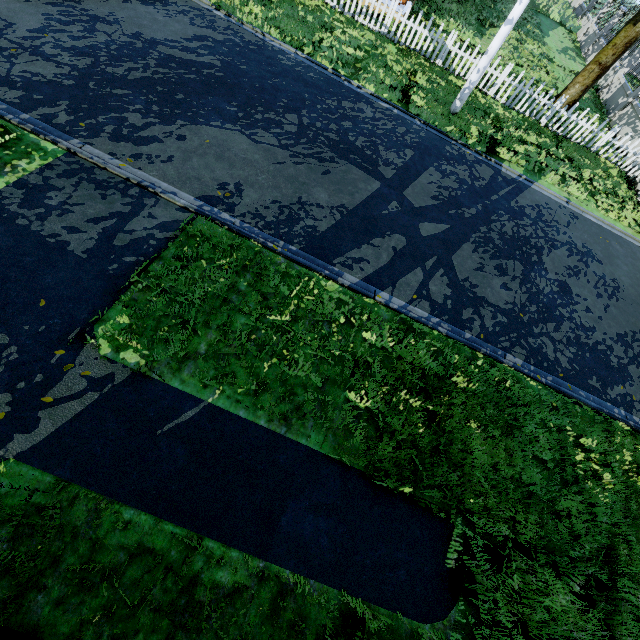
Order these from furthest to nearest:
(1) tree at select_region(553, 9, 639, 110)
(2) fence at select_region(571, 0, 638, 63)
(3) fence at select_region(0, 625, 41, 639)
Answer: (2) fence at select_region(571, 0, 638, 63)
(1) tree at select_region(553, 9, 639, 110)
(3) fence at select_region(0, 625, 41, 639)

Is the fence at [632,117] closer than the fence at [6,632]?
No

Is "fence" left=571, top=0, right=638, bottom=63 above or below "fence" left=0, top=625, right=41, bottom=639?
above

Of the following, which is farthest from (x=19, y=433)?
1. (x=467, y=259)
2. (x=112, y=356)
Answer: (x=467, y=259)

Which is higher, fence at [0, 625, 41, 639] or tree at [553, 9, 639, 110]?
tree at [553, 9, 639, 110]

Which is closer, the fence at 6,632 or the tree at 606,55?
the fence at 6,632

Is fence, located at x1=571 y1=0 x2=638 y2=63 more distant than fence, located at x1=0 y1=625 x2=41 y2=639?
Yes
